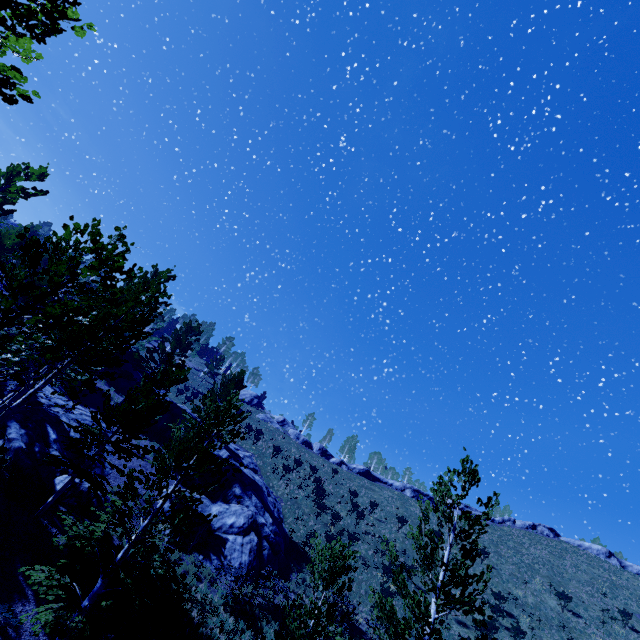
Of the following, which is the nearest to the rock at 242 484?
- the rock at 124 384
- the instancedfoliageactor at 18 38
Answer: the rock at 124 384

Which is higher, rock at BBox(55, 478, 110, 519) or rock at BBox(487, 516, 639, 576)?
rock at BBox(487, 516, 639, 576)

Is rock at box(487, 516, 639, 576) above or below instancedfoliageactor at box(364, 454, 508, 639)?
above

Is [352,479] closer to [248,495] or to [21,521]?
[248,495]

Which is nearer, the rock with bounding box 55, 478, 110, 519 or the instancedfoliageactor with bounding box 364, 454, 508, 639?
the instancedfoliageactor with bounding box 364, 454, 508, 639

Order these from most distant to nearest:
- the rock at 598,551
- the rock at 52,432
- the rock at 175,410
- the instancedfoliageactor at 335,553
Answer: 1. the rock at 598,551
2. the rock at 175,410
3. the rock at 52,432
4. the instancedfoliageactor at 335,553

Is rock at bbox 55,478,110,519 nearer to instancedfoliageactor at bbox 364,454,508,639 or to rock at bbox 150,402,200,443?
instancedfoliageactor at bbox 364,454,508,639

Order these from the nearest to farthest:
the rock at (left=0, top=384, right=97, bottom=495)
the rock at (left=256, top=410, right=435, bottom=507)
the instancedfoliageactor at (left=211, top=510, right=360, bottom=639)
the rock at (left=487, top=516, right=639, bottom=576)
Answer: the instancedfoliageactor at (left=211, top=510, right=360, bottom=639), the rock at (left=0, top=384, right=97, bottom=495), the rock at (left=487, top=516, right=639, bottom=576), the rock at (left=256, top=410, right=435, bottom=507)
